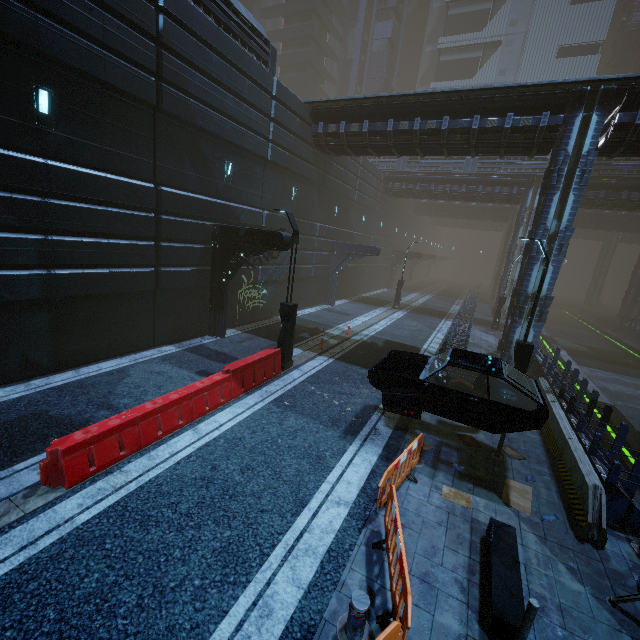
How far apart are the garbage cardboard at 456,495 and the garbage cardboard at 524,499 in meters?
0.6

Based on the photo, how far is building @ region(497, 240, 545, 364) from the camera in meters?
14.6

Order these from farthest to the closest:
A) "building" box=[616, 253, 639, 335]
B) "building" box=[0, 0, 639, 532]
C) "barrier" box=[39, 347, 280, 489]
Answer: "building" box=[616, 253, 639, 335] → "building" box=[0, 0, 639, 532] → "barrier" box=[39, 347, 280, 489]

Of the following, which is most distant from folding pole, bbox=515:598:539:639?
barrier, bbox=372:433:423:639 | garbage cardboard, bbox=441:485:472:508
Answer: garbage cardboard, bbox=441:485:472:508

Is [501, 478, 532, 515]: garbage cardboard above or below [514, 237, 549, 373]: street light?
below

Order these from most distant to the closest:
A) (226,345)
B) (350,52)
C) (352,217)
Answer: (350,52) < (352,217) < (226,345)

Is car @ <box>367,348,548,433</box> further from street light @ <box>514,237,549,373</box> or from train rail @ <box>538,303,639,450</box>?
train rail @ <box>538,303,639,450</box>

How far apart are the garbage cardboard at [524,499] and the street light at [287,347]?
7.3 meters
